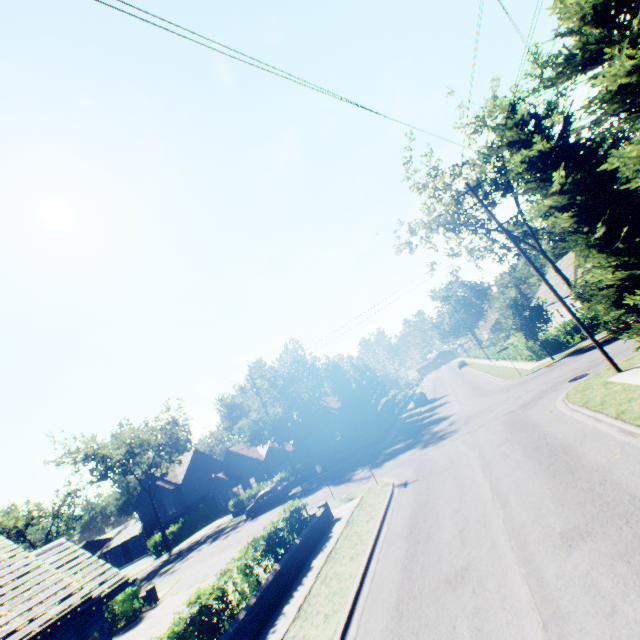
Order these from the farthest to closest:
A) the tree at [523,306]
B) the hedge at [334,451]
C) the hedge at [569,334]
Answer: the hedge at [334,451] < the hedge at [569,334] < the tree at [523,306]

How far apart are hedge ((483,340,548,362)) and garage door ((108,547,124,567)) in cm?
6641

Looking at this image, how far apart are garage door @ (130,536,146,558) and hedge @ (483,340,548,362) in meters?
60.9 m

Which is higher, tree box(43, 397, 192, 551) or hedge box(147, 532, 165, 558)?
tree box(43, 397, 192, 551)

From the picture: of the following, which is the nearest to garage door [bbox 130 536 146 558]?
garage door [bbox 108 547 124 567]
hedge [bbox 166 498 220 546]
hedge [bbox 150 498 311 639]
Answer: garage door [bbox 108 547 124 567]

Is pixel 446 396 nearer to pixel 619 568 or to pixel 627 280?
pixel 627 280

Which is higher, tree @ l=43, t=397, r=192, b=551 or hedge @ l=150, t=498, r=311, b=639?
tree @ l=43, t=397, r=192, b=551

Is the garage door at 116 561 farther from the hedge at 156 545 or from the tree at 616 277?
the tree at 616 277
